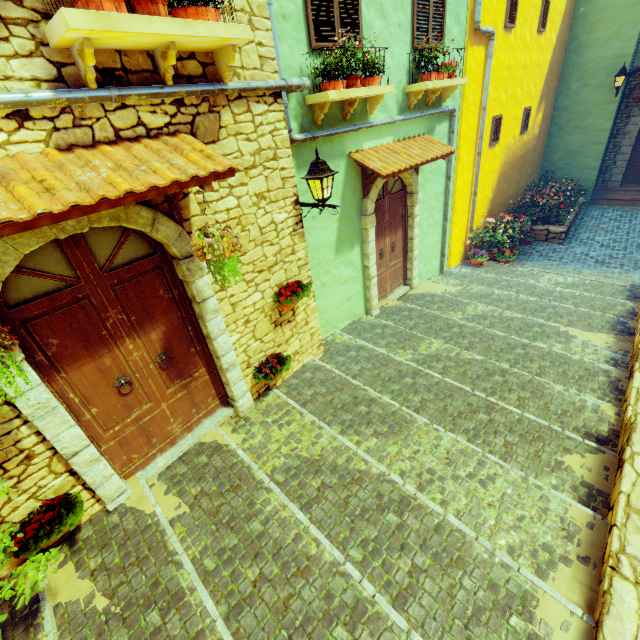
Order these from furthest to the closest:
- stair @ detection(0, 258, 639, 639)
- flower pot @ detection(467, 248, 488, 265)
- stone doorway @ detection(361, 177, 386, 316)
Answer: flower pot @ detection(467, 248, 488, 265) < stone doorway @ detection(361, 177, 386, 316) < stair @ detection(0, 258, 639, 639)

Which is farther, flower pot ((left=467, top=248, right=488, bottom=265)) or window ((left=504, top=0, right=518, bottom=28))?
flower pot ((left=467, top=248, right=488, bottom=265))

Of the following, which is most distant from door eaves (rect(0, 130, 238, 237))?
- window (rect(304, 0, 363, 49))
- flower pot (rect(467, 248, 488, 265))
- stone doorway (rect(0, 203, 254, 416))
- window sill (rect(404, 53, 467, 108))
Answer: flower pot (rect(467, 248, 488, 265))

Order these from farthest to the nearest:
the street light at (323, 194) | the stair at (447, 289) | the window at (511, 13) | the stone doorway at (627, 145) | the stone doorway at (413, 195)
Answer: the stone doorway at (627, 145), the window at (511, 13), the stone doorway at (413, 195), the street light at (323, 194), the stair at (447, 289)

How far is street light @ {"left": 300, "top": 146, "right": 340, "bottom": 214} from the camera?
4.2m

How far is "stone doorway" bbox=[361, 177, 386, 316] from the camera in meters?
6.0

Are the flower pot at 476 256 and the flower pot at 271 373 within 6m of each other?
no

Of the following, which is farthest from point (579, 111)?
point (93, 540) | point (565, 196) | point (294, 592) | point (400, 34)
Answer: point (93, 540)
